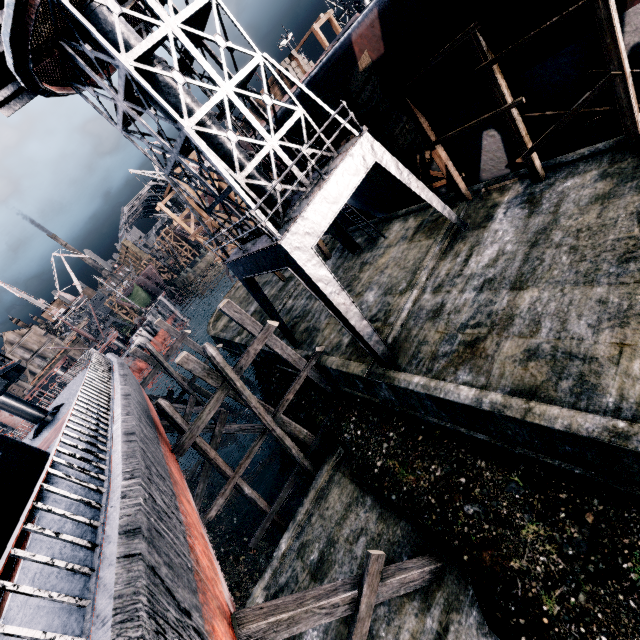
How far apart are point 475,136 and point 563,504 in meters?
13.8 m

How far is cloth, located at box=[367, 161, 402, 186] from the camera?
15.1m

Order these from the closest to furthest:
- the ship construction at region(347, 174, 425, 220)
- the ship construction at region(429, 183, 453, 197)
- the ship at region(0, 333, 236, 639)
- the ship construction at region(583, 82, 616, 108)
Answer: the ship at region(0, 333, 236, 639) → the ship construction at region(583, 82, 616, 108) → the ship construction at region(429, 183, 453, 197) → the ship construction at region(347, 174, 425, 220)

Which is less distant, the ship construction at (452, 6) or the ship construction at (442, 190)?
the ship construction at (452, 6)

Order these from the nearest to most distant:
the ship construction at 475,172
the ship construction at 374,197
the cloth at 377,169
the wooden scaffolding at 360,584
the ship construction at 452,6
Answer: the wooden scaffolding at 360,584 < the ship construction at 452,6 < the ship construction at 475,172 < the cloth at 377,169 < the ship construction at 374,197

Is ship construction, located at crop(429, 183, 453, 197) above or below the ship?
below

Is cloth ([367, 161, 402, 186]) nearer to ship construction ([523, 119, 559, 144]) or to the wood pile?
ship construction ([523, 119, 559, 144])

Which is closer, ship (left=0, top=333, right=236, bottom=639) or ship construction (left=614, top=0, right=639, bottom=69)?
ship (left=0, top=333, right=236, bottom=639)
